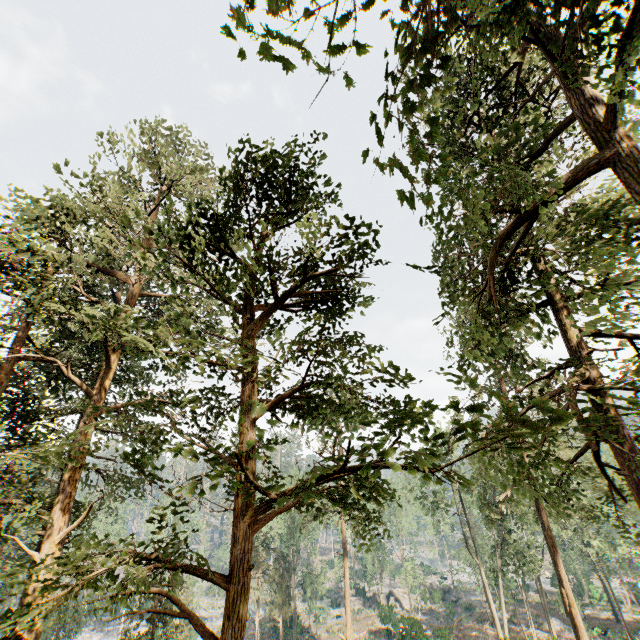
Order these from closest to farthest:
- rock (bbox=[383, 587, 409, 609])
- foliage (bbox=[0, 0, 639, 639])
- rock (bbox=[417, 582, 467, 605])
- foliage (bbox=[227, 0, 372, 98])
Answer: → foliage (bbox=[227, 0, 372, 98]) < foliage (bbox=[0, 0, 639, 639]) < rock (bbox=[417, 582, 467, 605]) < rock (bbox=[383, 587, 409, 609])

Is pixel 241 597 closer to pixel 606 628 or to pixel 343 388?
pixel 343 388

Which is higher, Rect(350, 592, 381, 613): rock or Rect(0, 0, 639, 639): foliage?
Rect(0, 0, 639, 639): foliage

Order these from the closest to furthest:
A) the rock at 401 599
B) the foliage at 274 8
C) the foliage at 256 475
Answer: the foliage at 274 8 → the foliage at 256 475 → the rock at 401 599

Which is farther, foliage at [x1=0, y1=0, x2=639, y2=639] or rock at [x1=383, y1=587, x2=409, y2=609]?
rock at [x1=383, y1=587, x2=409, y2=609]

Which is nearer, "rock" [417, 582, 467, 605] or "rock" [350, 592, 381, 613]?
"rock" [417, 582, 467, 605]

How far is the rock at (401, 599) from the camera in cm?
4941
